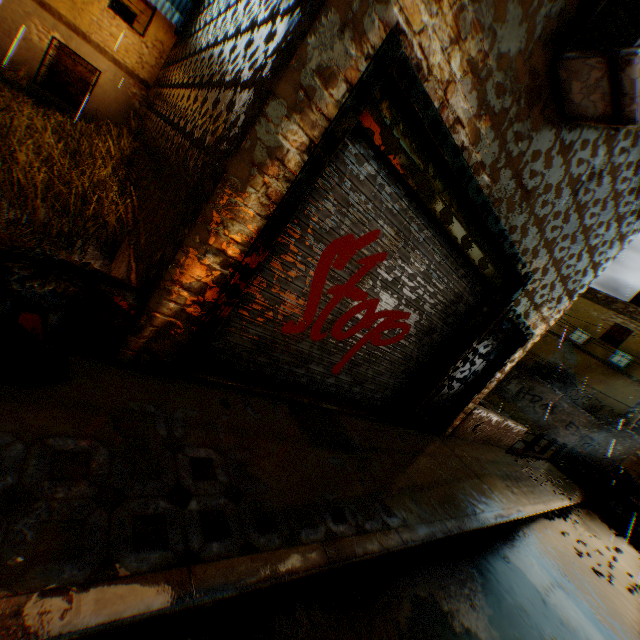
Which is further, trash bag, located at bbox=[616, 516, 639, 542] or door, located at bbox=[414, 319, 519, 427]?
trash bag, located at bbox=[616, 516, 639, 542]

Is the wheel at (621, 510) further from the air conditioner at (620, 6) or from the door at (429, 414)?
the door at (429, 414)

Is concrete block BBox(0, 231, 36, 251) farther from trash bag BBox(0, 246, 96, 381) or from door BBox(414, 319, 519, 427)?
door BBox(414, 319, 519, 427)

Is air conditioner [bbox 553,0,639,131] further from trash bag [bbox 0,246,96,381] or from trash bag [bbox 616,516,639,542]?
trash bag [bbox 616,516,639,542]

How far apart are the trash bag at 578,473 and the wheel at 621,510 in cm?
65

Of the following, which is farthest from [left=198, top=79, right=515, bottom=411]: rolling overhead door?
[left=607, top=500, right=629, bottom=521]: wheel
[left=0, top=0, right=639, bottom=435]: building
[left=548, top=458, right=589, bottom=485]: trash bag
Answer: [left=607, top=500, right=629, bottom=521]: wheel

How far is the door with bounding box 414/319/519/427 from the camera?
6.11m

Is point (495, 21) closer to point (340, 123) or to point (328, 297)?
point (340, 123)
